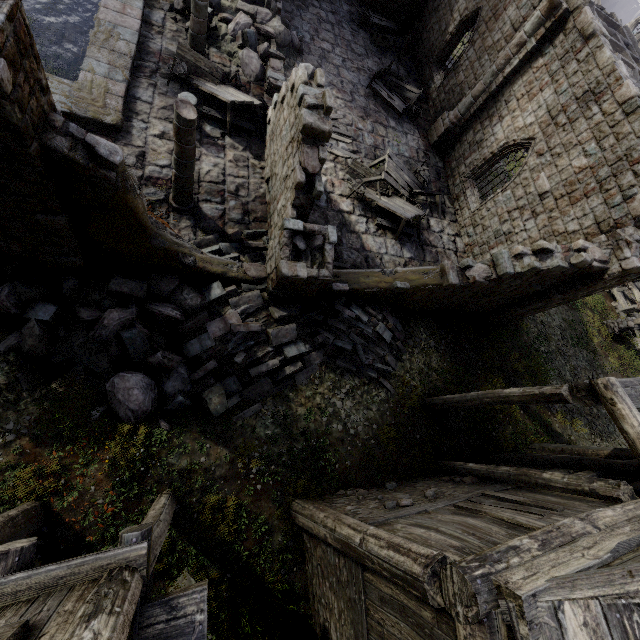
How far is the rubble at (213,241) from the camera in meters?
9.3

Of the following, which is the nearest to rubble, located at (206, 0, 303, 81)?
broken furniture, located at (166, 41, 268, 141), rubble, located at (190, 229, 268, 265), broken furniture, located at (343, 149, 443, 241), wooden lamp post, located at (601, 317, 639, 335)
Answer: broken furniture, located at (166, 41, 268, 141)

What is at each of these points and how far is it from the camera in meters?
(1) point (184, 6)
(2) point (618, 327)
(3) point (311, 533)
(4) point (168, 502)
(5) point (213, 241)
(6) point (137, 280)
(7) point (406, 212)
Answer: (1) rubble, 12.7
(2) wooden lamp post, 17.4
(3) building, 7.0
(4) building, 6.1
(5) rubble, 9.9
(6) rubble, 7.7
(7) broken furniture, 13.0

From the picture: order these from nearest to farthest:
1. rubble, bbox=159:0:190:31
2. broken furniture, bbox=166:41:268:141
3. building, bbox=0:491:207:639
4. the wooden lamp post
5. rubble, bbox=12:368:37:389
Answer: building, bbox=0:491:207:639 < rubble, bbox=12:368:37:389 < broken furniture, bbox=166:41:268:141 < rubble, bbox=159:0:190:31 < the wooden lamp post

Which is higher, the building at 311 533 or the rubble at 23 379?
the building at 311 533

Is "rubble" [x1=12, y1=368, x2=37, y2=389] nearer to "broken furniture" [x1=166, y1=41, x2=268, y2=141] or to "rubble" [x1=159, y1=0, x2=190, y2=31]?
"broken furniture" [x1=166, y1=41, x2=268, y2=141]

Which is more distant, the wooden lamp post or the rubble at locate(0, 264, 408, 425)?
the wooden lamp post

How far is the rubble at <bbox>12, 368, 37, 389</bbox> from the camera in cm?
673
